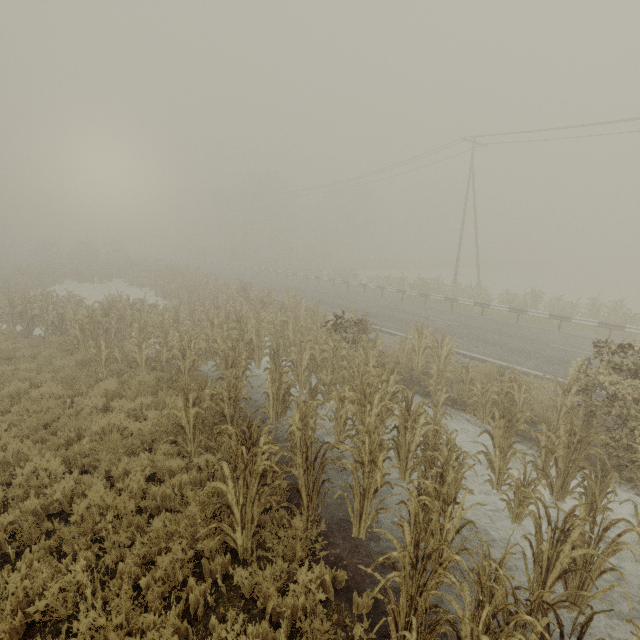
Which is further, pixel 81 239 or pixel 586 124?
pixel 81 239

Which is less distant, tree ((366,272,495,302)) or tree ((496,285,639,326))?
tree ((496,285,639,326))

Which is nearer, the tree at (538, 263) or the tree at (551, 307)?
the tree at (551, 307)

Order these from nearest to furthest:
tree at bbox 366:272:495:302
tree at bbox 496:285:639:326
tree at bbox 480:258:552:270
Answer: tree at bbox 496:285:639:326, tree at bbox 366:272:495:302, tree at bbox 480:258:552:270

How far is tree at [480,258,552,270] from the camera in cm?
5616

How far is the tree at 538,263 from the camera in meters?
56.2

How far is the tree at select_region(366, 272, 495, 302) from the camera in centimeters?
2108cm

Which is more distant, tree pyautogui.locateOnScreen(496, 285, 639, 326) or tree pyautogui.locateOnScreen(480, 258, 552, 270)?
tree pyautogui.locateOnScreen(480, 258, 552, 270)
